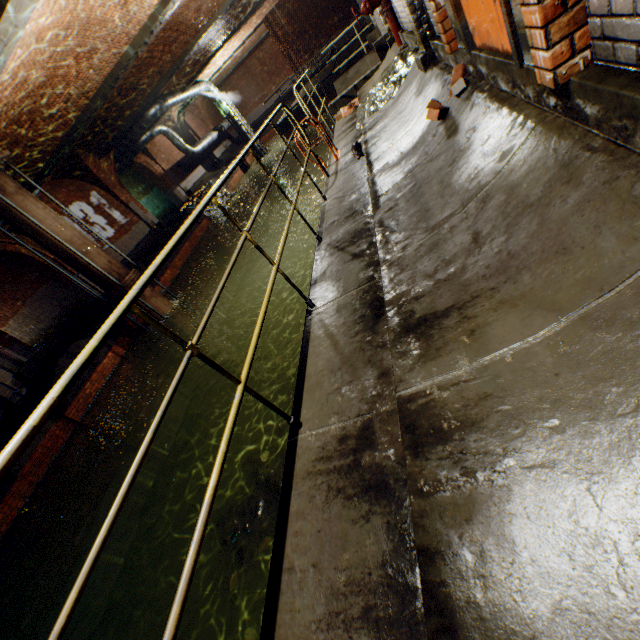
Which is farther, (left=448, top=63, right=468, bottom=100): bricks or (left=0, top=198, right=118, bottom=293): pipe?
(left=0, top=198, right=118, bottom=293): pipe

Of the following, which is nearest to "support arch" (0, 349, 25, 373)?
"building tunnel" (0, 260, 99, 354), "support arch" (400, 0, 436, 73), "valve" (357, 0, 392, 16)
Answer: "building tunnel" (0, 260, 99, 354)

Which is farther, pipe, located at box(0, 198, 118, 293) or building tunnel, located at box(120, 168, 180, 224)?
building tunnel, located at box(120, 168, 180, 224)

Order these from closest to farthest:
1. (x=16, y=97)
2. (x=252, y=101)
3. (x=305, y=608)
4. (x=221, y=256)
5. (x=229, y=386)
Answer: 1. (x=305, y=608)
2. (x=16, y=97)
3. (x=229, y=386)
4. (x=221, y=256)
5. (x=252, y=101)

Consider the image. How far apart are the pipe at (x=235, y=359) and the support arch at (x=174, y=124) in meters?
17.6

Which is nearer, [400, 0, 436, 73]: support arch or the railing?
the railing

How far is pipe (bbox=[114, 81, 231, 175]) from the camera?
15.9m

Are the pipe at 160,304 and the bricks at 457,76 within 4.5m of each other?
no
